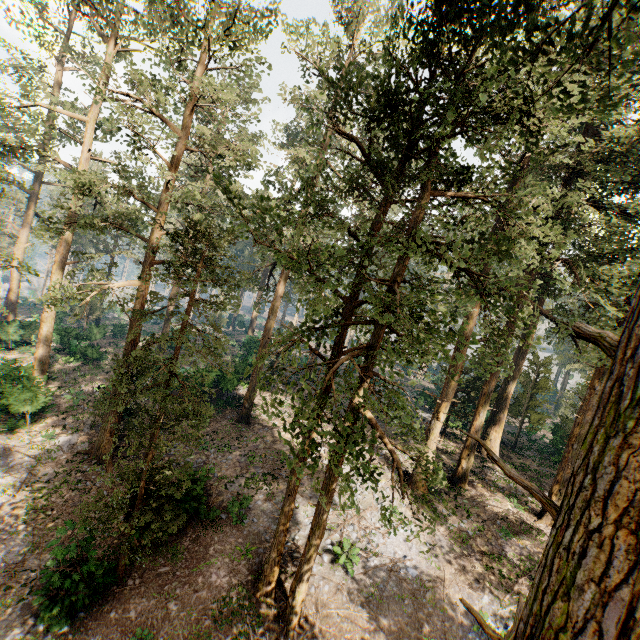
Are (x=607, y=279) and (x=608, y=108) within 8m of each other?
yes
